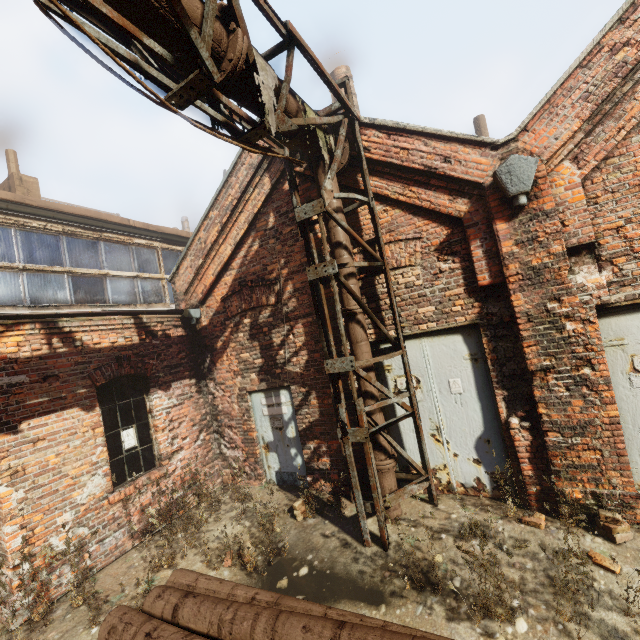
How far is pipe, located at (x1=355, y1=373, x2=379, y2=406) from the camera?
4.8 meters

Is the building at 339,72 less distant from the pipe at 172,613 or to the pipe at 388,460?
the pipe at 388,460

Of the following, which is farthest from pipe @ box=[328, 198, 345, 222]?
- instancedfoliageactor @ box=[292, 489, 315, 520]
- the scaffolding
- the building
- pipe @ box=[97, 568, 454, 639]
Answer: the building

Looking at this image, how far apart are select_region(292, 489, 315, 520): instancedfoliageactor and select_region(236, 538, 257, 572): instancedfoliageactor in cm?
86

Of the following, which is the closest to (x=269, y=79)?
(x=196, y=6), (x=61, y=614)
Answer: (x=196, y=6)

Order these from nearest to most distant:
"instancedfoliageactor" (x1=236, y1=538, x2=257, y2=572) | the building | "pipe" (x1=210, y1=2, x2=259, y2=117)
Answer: "pipe" (x1=210, y1=2, x2=259, y2=117)
"instancedfoliageactor" (x1=236, y1=538, x2=257, y2=572)
the building

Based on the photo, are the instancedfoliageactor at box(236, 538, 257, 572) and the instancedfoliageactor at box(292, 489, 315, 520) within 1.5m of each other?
yes

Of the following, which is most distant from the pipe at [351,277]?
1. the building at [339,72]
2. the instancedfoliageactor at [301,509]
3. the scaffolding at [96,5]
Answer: the building at [339,72]
